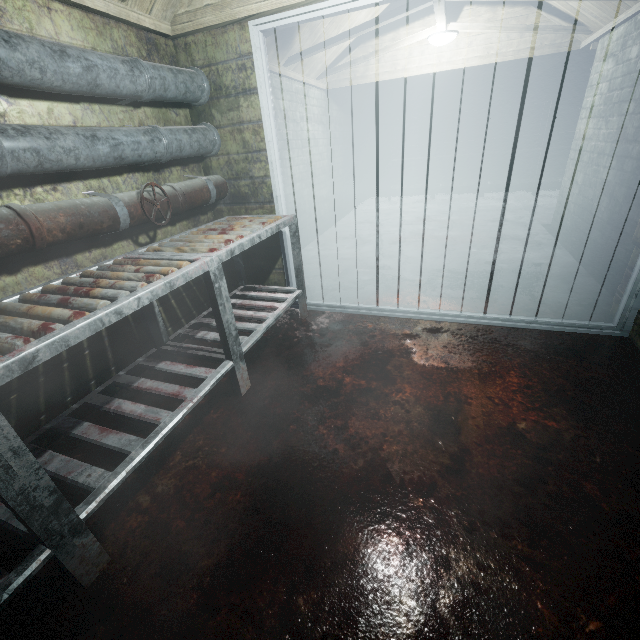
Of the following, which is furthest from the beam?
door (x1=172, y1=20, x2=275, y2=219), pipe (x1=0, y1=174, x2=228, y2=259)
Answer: pipe (x1=0, y1=174, x2=228, y2=259)

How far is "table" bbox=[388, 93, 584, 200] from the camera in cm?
611

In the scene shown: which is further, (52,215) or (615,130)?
(615,130)

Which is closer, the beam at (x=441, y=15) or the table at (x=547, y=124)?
the beam at (x=441, y=15)

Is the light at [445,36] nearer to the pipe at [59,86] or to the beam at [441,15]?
the beam at [441,15]

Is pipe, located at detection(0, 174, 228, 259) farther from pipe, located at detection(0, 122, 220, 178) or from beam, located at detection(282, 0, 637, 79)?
beam, located at detection(282, 0, 637, 79)

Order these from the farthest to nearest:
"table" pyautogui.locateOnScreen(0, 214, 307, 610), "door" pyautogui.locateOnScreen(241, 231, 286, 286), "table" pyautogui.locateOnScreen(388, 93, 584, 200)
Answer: "table" pyautogui.locateOnScreen(388, 93, 584, 200) < "door" pyautogui.locateOnScreen(241, 231, 286, 286) < "table" pyautogui.locateOnScreen(0, 214, 307, 610)

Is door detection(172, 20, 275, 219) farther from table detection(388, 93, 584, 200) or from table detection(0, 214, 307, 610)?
table detection(388, 93, 584, 200)
